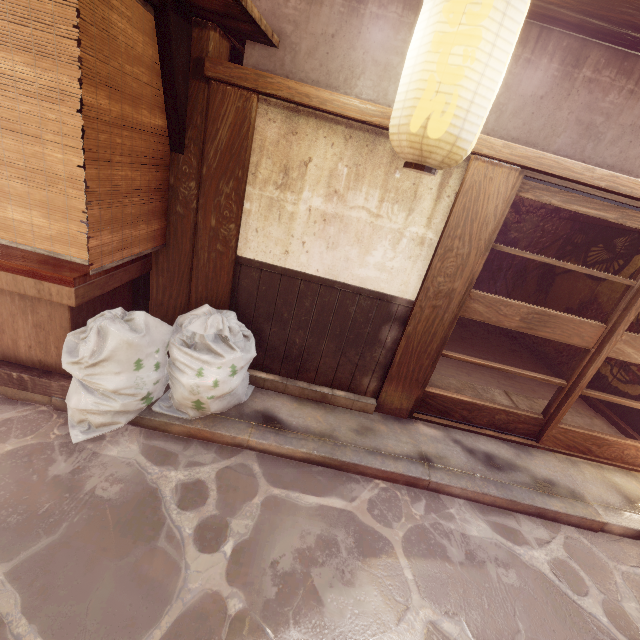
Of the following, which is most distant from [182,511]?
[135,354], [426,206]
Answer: [426,206]

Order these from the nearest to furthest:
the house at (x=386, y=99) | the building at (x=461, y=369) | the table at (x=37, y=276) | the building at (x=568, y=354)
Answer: the table at (x=37, y=276), the house at (x=386, y=99), the building at (x=461, y=369), the building at (x=568, y=354)

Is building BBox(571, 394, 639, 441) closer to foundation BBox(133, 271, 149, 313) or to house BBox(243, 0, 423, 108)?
house BBox(243, 0, 423, 108)

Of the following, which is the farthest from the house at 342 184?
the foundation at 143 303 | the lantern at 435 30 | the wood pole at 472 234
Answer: the foundation at 143 303

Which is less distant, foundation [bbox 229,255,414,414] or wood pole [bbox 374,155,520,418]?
wood pole [bbox 374,155,520,418]

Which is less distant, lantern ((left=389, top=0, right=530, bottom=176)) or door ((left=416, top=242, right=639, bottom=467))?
lantern ((left=389, top=0, right=530, bottom=176))

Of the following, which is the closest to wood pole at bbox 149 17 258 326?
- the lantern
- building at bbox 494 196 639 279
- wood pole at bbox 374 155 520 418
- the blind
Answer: the blind

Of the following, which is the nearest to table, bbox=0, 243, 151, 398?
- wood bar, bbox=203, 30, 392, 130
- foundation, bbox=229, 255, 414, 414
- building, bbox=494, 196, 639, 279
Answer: foundation, bbox=229, 255, 414, 414
